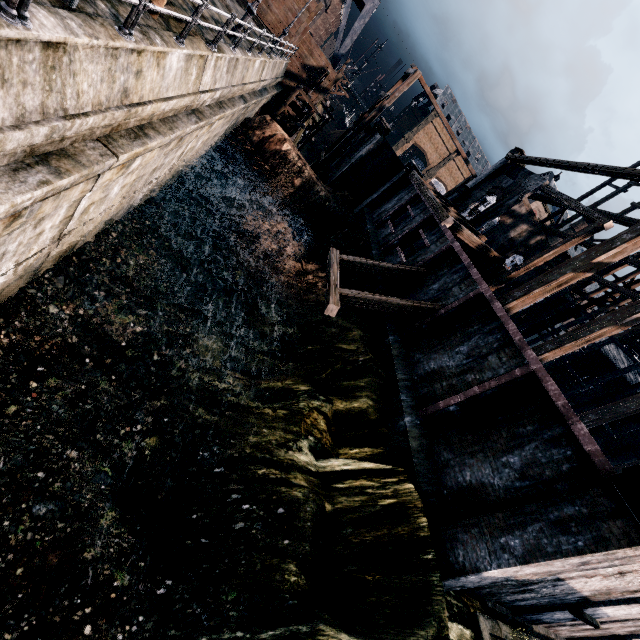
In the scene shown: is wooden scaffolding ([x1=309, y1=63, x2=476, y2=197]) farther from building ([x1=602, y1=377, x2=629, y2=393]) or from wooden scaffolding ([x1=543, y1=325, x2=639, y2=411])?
wooden scaffolding ([x1=543, y1=325, x2=639, y2=411])

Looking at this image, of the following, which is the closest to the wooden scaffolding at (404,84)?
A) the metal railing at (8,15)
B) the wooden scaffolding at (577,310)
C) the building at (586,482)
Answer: the building at (586,482)

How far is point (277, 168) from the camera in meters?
25.5

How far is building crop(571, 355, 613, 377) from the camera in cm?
3369

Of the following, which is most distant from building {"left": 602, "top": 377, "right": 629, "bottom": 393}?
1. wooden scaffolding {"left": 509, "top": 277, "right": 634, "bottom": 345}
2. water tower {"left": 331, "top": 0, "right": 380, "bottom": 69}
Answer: water tower {"left": 331, "top": 0, "right": 380, "bottom": 69}

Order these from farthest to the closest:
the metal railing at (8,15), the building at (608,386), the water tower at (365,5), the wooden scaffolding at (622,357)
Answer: the building at (608,386)
the water tower at (365,5)
the wooden scaffolding at (622,357)
the metal railing at (8,15)

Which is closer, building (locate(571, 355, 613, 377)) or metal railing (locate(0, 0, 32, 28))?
metal railing (locate(0, 0, 32, 28))
